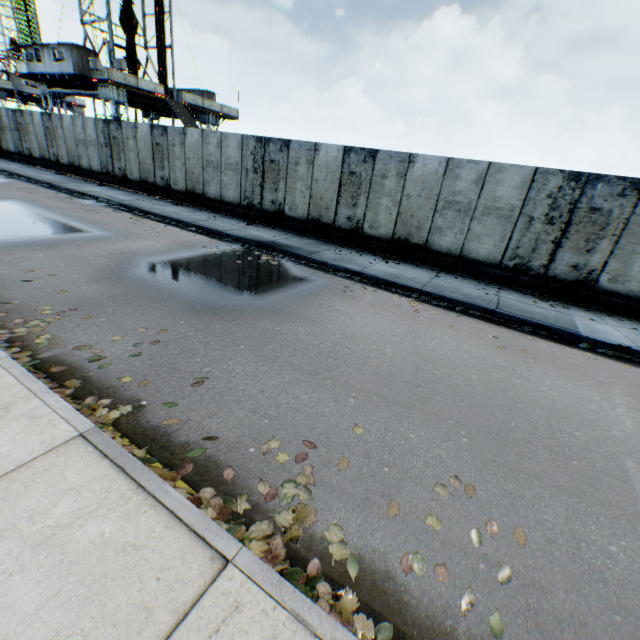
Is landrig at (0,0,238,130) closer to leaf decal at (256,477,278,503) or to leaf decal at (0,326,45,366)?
leaf decal at (0,326,45,366)

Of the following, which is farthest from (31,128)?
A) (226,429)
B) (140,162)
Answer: (226,429)

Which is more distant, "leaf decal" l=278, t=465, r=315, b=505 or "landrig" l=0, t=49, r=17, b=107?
"landrig" l=0, t=49, r=17, b=107

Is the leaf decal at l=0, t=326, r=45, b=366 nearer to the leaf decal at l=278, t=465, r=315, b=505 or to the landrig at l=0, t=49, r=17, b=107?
the leaf decal at l=278, t=465, r=315, b=505

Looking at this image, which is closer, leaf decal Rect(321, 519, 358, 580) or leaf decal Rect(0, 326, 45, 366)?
leaf decal Rect(321, 519, 358, 580)

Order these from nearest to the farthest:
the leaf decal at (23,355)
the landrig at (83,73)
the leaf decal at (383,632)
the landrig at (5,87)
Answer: the leaf decal at (383,632)
the leaf decal at (23,355)
the landrig at (83,73)
the landrig at (5,87)

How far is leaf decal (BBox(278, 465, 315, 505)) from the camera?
2.9m

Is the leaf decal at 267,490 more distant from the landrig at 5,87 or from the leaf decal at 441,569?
the landrig at 5,87
